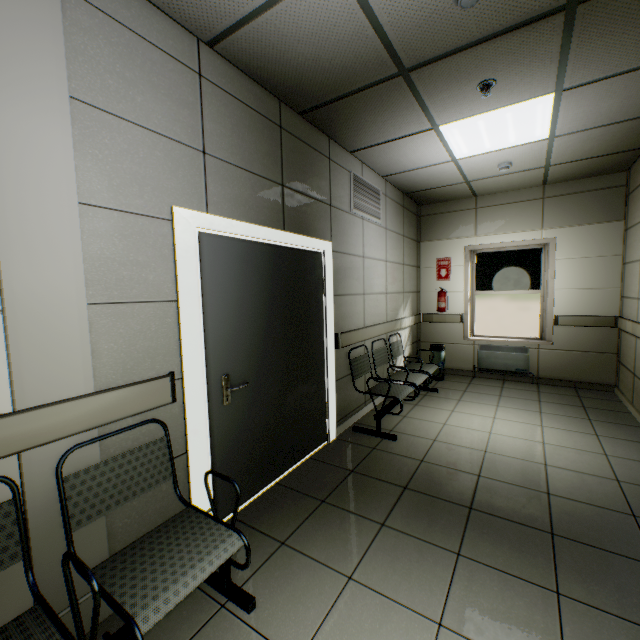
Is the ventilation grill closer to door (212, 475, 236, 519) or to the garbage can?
door (212, 475, 236, 519)

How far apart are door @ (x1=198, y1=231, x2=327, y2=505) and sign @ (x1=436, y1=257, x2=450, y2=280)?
3.7 meters

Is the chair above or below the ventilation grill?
below

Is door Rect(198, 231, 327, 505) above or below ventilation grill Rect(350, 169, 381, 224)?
below

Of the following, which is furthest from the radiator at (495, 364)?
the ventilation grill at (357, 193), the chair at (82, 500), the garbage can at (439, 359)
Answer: the chair at (82, 500)

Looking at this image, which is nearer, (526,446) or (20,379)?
(20,379)

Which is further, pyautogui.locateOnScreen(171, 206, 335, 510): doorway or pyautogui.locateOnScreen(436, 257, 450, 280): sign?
pyautogui.locateOnScreen(436, 257, 450, 280): sign

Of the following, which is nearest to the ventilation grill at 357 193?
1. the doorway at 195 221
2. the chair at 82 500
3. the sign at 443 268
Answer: the doorway at 195 221
